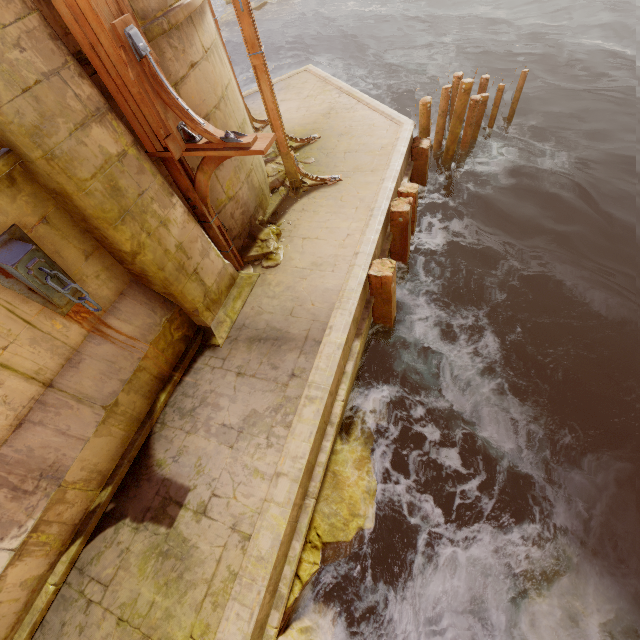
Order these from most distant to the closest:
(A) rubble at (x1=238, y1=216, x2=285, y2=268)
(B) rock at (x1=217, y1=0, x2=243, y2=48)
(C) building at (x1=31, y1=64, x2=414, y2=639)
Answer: (B) rock at (x1=217, y1=0, x2=243, y2=48)
(A) rubble at (x1=238, y1=216, x2=285, y2=268)
(C) building at (x1=31, y1=64, x2=414, y2=639)

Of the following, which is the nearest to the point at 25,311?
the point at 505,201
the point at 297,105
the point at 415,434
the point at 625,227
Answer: the point at 415,434

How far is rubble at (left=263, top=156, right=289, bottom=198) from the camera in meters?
7.2

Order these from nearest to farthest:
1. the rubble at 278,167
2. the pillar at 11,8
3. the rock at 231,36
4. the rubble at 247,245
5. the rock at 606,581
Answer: the pillar at 11,8 < the rock at 606,581 < the rubble at 247,245 < the rubble at 278,167 < the rock at 231,36

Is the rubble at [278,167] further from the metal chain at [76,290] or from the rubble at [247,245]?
the metal chain at [76,290]

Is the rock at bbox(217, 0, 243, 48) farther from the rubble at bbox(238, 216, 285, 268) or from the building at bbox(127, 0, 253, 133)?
the rubble at bbox(238, 216, 285, 268)

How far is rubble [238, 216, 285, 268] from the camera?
6.01m

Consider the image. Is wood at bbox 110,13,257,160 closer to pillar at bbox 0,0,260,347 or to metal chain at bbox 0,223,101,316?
pillar at bbox 0,0,260,347
